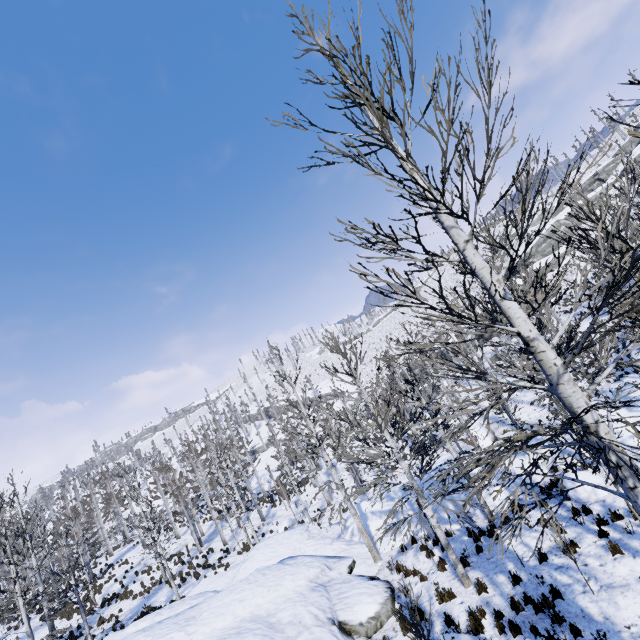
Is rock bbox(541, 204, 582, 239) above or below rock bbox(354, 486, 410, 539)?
above

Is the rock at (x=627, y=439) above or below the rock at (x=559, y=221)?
below

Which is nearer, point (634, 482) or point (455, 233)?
point (634, 482)

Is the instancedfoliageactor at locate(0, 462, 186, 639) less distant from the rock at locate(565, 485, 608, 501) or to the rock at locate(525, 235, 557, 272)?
Answer: the rock at locate(565, 485, 608, 501)

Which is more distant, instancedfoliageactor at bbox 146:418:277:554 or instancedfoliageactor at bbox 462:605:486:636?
instancedfoliageactor at bbox 146:418:277:554

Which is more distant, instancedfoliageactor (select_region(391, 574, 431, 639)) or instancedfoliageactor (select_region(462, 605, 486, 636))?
instancedfoliageactor (select_region(462, 605, 486, 636))

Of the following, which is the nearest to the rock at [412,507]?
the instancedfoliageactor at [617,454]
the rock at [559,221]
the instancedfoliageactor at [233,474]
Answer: the instancedfoliageactor at [617,454]
